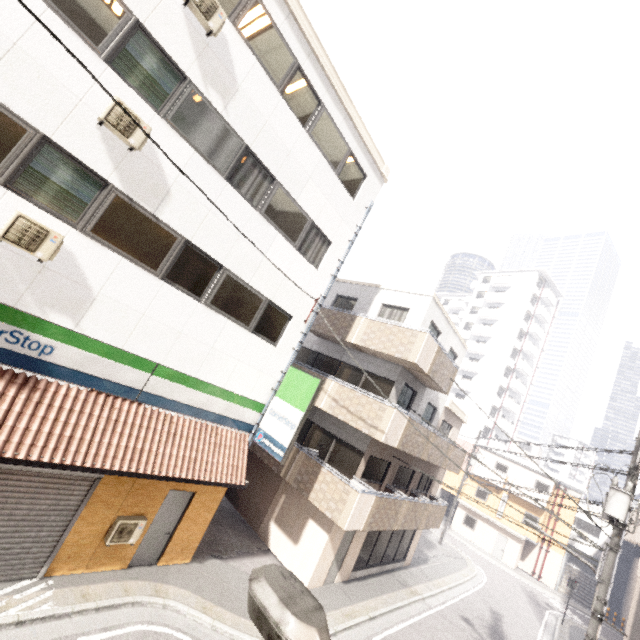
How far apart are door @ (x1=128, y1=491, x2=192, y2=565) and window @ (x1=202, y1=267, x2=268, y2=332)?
4.8 meters

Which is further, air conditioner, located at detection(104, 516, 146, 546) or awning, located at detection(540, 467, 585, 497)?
awning, located at detection(540, 467, 585, 497)

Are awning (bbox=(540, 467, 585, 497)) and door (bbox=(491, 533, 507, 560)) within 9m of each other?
yes

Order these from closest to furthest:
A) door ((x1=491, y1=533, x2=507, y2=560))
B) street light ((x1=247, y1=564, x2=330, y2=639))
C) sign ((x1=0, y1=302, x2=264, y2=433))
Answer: street light ((x1=247, y1=564, x2=330, y2=639)) < sign ((x1=0, y1=302, x2=264, y2=433)) < door ((x1=491, y1=533, x2=507, y2=560))

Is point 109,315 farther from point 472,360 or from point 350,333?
point 472,360

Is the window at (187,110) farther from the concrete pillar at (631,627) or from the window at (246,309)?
the concrete pillar at (631,627)

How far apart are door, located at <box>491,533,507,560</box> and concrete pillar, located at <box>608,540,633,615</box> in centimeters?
1411cm

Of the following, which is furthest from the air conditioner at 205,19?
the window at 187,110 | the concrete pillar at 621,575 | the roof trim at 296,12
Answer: the concrete pillar at 621,575
